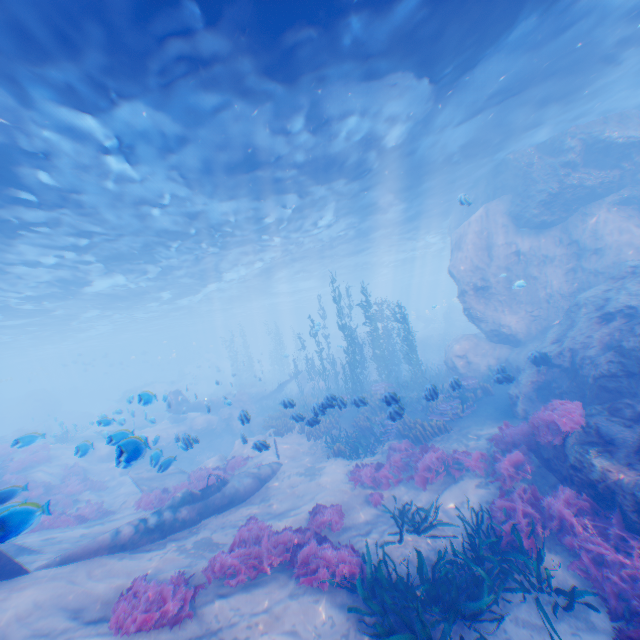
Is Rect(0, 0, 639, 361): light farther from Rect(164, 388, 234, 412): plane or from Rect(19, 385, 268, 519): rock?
Rect(164, 388, 234, 412): plane

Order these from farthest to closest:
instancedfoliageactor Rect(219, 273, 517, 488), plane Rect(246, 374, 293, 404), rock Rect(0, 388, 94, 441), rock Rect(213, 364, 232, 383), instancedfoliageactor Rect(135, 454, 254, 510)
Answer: plane Rect(246, 374, 293, 404) < rock Rect(0, 388, 94, 441) < rock Rect(213, 364, 232, 383) < instancedfoliageactor Rect(135, 454, 254, 510) < instancedfoliageactor Rect(219, 273, 517, 488)

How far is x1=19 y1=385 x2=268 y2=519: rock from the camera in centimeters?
901cm

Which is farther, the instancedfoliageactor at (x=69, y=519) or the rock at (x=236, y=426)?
the rock at (x=236, y=426)

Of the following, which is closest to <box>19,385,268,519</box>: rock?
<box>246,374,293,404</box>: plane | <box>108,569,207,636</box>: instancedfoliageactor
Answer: <box>246,374,293,404</box>: plane

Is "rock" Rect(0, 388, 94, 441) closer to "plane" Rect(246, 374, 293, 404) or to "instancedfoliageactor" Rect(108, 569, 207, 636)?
"plane" Rect(246, 374, 293, 404)

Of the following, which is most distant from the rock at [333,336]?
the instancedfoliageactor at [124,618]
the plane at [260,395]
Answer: the instancedfoliageactor at [124,618]

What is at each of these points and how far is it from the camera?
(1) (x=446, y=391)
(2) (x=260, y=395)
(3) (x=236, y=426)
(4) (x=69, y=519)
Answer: (1) instancedfoliageactor, 15.2m
(2) plane, 27.4m
(3) rock, 24.4m
(4) instancedfoliageactor, 11.6m
